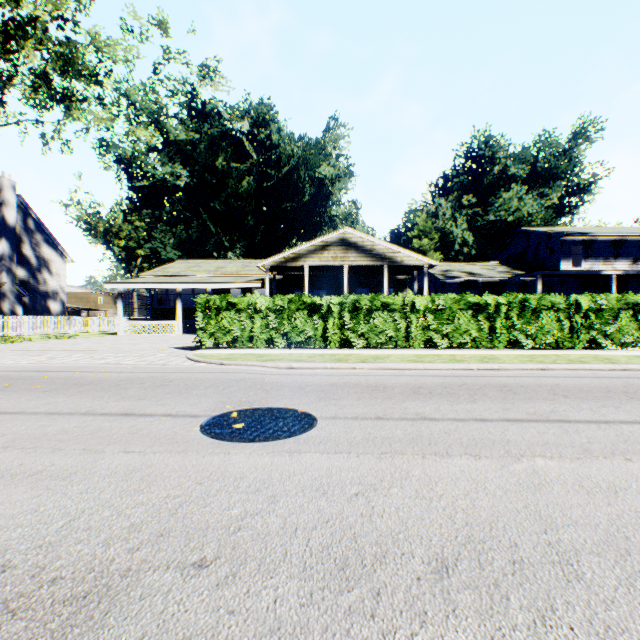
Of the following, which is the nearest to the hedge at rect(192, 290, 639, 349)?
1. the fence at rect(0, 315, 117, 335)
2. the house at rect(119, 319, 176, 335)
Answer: the house at rect(119, 319, 176, 335)

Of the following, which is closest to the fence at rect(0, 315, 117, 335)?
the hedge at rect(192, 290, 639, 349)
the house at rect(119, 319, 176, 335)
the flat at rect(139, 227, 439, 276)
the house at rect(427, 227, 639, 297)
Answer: the house at rect(119, 319, 176, 335)

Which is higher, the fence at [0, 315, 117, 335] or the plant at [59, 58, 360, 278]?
the plant at [59, 58, 360, 278]

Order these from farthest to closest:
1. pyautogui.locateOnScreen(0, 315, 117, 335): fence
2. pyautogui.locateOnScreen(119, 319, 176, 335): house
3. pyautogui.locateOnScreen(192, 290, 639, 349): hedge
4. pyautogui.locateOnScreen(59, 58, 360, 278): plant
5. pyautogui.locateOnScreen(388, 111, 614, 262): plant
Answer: pyautogui.locateOnScreen(59, 58, 360, 278): plant < pyautogui.locateOnScreen(388, 111, 614, 262): plant < pyautogui.locateOnScreen(119, 319, 176, 335): house < pyautogui.locateOnScreen(0, 315, 117, 335): fence < pyautogui.locateOnScreen(192, 290, 639, 349): hedge

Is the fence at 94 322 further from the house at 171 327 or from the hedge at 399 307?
the hedge at 399 307

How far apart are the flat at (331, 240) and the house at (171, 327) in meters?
3.2

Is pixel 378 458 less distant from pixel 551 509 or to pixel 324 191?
pixel 551 509

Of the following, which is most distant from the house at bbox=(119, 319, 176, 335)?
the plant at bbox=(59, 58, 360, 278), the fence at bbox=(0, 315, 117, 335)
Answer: the plant at bbox=(59, 58, 360, 278)
